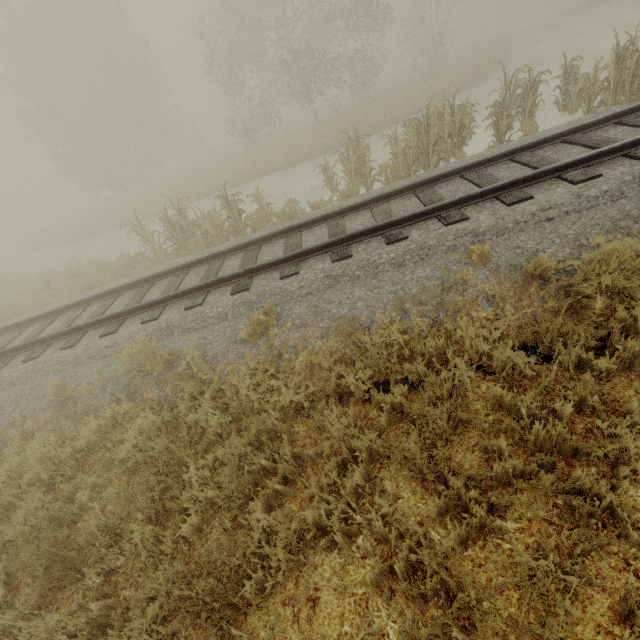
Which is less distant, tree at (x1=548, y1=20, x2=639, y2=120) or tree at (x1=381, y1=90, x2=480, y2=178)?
tree at (x1=548, y1=20, x2=639, y2=120)

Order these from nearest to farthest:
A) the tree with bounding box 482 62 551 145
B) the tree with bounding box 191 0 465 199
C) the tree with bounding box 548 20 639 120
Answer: the tree with bounding box 548 20 639 120 < the tree with bounding box 482 62 551 145 < the tree with bounding box 191 0 465 199

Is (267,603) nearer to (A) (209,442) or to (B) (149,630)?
(B) (149,630)

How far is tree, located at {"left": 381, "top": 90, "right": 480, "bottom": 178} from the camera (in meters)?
8.68

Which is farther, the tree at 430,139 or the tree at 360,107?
the tree at 360,107

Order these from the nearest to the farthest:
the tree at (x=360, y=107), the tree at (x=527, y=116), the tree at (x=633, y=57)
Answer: the tree at (x=633, y=57) < the tree at (x=527, y=116) < the tree at (x=360, y=107)
